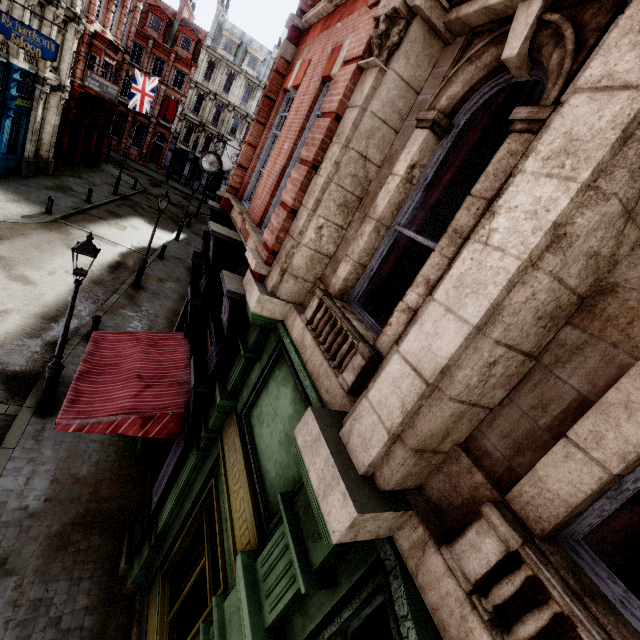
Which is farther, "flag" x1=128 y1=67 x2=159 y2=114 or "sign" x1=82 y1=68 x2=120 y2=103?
"flag" x1=128 y1=67 x2=159 y2=114

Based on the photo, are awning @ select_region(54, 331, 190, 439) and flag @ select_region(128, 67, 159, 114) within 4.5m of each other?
no

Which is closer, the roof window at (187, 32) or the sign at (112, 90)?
the sign at (112, 90)

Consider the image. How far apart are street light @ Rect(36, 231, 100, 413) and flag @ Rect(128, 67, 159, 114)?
28.4m

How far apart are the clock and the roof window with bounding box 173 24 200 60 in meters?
37.1 m

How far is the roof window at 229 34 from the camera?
39.7m

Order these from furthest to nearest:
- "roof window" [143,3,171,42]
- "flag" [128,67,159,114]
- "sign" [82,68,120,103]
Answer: "roof window" [143,3,171,42], "flag" [128,67,159,114], "sign" [82,68,120,103]

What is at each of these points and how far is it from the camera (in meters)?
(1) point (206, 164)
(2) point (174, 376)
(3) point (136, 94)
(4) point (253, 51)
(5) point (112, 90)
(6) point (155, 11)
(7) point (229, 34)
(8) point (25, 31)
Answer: (1) clock, 14.72
(2) awning, 6.02
(3) flag, 27.44
(4) roof window, 40.94
(5) sign, 21.52
(6) roof window, 37.56
(7) roof window, 39.75
(8) sign, 13.84
